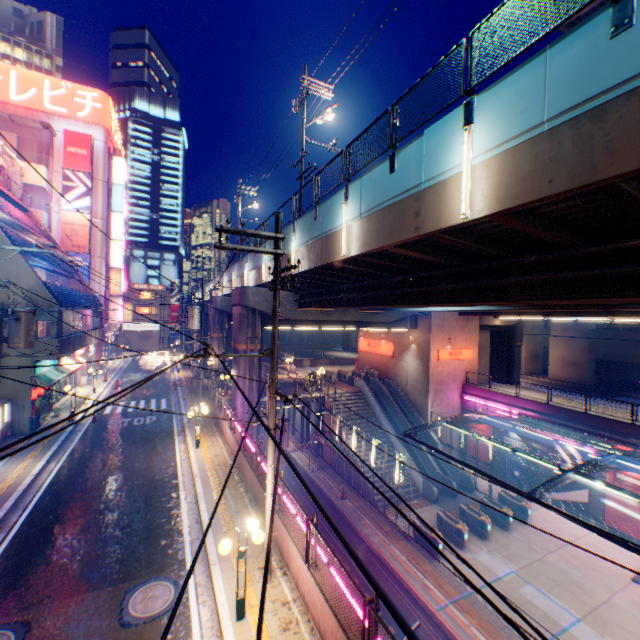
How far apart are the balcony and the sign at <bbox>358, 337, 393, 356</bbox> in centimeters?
2750cm

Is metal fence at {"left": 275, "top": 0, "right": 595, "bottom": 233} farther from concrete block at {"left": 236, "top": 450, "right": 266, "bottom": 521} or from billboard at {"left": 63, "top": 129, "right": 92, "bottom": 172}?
billboard at {"left": 63, "top": 129, "right": 92, "bottom": 172}

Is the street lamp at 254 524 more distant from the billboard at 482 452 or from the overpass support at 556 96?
the billboard at 482 452

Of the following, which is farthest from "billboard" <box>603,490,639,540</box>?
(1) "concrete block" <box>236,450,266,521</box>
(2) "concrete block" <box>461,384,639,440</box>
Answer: (1) "concrete block" <box>236,450,266,521</box>

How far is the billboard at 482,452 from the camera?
28.7m

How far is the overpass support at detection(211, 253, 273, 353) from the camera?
22.3m

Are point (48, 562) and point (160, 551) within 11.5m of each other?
yes

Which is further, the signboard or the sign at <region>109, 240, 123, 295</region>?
the sign at <region>109, 240, 123, 295</region>
